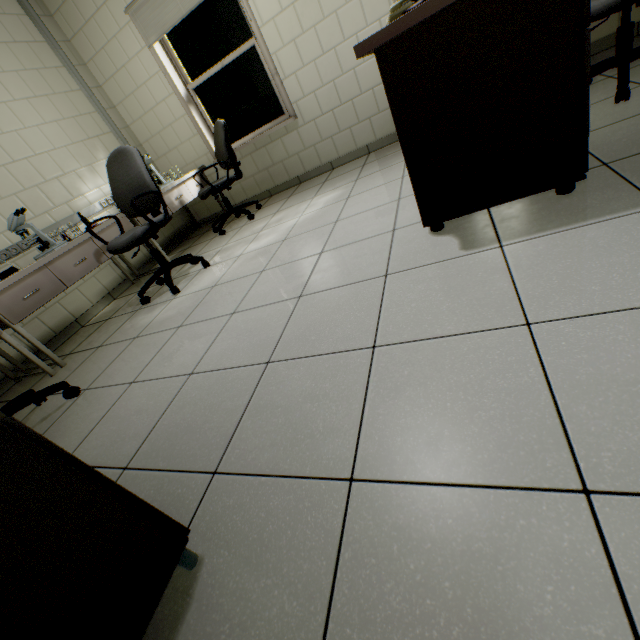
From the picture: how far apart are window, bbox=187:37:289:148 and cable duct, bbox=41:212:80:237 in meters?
1.8

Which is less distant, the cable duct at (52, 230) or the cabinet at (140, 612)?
the cabinet at (140, 612)

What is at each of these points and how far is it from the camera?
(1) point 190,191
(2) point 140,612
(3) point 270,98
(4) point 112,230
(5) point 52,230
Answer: (1) drawer, 4.31m
(2) cabinet, 0.70m
(3) window, 3.96m
(4) drawer, 3.27m
(5) cable duct, 3.39m

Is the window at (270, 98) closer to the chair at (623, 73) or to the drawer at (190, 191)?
the drawer at (190, 191)

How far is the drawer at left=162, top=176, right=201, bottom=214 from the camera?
4.0m

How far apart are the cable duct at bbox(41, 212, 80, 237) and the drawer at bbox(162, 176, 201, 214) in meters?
0.7 m

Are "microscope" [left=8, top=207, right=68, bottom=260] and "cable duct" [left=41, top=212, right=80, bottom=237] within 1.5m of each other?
yes

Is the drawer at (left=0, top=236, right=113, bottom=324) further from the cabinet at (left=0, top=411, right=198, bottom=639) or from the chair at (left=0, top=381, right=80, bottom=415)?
the cabinet at (left=0, top=411, right=198, bottom=639)
